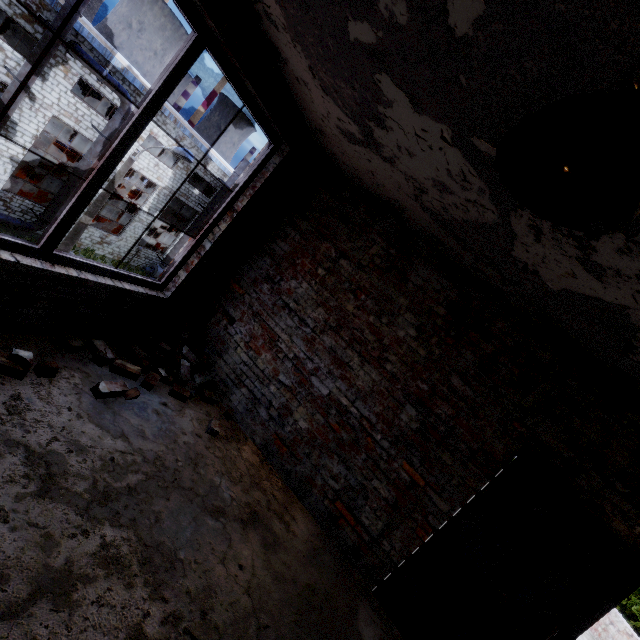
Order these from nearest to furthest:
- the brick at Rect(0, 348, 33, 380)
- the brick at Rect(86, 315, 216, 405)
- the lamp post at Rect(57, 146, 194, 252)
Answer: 1. the brick at Rect(0, 348, 33, 380)
2. the brick at Rect(86, 315, 216, 405)
3. the lamp post at Rect(57, 146, 194, 252)

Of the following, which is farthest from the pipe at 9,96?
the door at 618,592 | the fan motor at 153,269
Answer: the door at 618,592

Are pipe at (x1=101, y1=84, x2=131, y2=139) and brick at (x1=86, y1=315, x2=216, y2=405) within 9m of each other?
no

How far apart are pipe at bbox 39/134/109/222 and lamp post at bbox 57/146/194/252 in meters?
6.9 m

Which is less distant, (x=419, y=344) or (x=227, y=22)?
(x=227, y=22)

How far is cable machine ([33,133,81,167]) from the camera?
28.5 meters

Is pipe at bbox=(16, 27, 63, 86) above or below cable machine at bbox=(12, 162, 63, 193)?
above

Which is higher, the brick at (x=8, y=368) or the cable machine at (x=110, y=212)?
the brick at (x=8, y=368)
